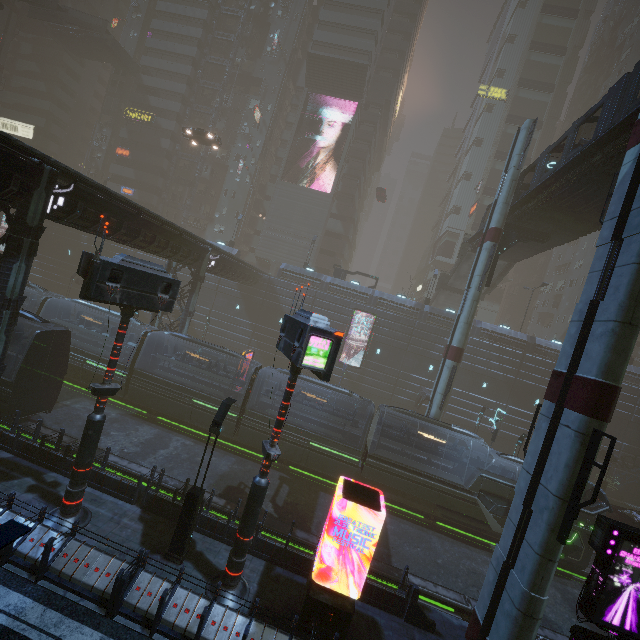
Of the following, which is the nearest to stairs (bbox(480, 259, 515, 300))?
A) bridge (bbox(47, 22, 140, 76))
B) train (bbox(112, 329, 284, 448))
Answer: train (bbox(112, 329, 284, 448))

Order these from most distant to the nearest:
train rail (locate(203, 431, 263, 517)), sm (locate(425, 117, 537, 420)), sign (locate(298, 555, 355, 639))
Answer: sm (locate(425, 117, 537, 420))
train rail (locate(203, 431, 263, 517))
sign (locate(298, 555, 355, 639))

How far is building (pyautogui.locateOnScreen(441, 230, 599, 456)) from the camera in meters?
35.1

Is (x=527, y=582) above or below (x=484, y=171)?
below

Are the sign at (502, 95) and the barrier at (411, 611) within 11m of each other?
no

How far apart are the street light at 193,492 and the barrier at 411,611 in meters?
8.0

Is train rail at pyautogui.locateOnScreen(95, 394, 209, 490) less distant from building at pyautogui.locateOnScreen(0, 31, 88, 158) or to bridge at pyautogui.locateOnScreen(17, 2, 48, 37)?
building at pyautogui.locateOnScreen(0, 31, 88, 158)

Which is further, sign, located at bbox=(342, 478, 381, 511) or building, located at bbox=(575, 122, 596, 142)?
building, located at bbox=(575, 122, 596, 142)
